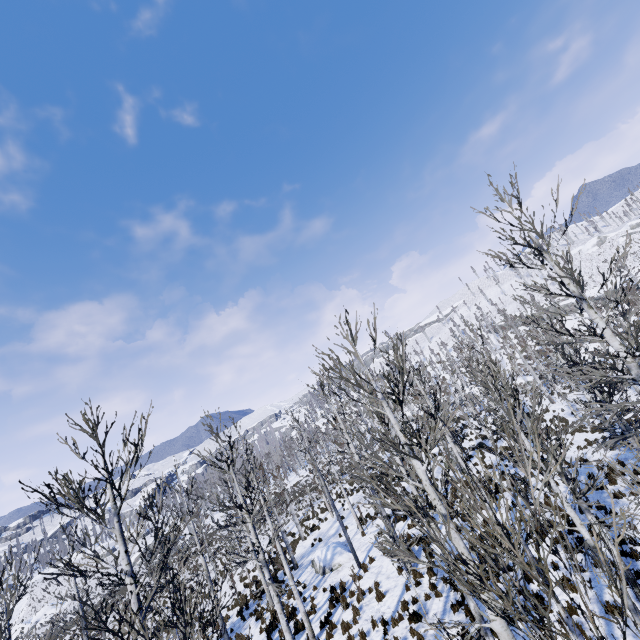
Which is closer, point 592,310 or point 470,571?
point 470,571

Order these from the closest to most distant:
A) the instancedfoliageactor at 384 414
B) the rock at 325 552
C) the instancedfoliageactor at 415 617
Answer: the instancedfoliageactor at 384 414 < the instancedfoliageactor at 415 617 < the rock at 325 552

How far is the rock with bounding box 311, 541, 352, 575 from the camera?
17.86m

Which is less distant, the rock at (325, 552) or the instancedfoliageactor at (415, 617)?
the instancedfoliageactor at (415, 617)

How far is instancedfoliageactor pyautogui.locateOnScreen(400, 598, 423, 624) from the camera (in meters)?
10.85

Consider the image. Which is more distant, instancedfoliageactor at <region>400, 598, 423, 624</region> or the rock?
the rock

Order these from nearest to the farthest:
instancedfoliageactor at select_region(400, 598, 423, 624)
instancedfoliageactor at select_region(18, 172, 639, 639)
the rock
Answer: instancedfoliageactor at select_region(18, 172, 639, 639) → instancedfoliageactor at select_region(400, 598, 423, 624) → the rock
